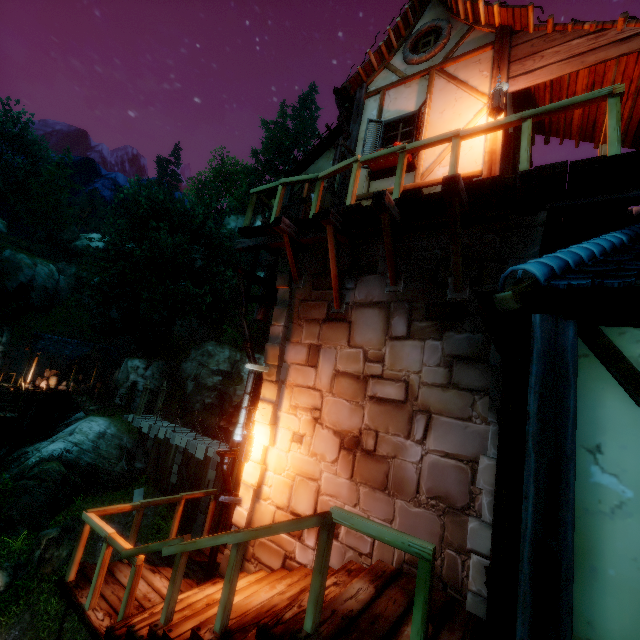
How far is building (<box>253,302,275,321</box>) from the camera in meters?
7.5

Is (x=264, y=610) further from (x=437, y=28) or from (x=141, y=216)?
(x=141, y=216)

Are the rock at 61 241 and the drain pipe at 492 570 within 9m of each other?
no

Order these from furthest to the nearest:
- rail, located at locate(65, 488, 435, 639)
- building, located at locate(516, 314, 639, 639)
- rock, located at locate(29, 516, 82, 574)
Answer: rock, located at locate(29, 516, 82, 574) → rail, located at locate(65, 488, 435, 639) → building, located at locate(516, 314, 639, 639)

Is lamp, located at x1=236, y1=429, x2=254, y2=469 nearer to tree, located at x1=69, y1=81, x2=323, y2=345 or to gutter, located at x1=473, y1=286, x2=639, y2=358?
gutter, located at x1=473, y1=286, x2=639, y2=358

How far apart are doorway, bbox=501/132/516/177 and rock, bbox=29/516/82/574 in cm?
2073

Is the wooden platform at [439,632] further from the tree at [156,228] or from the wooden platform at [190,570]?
the tree at [156,228]
